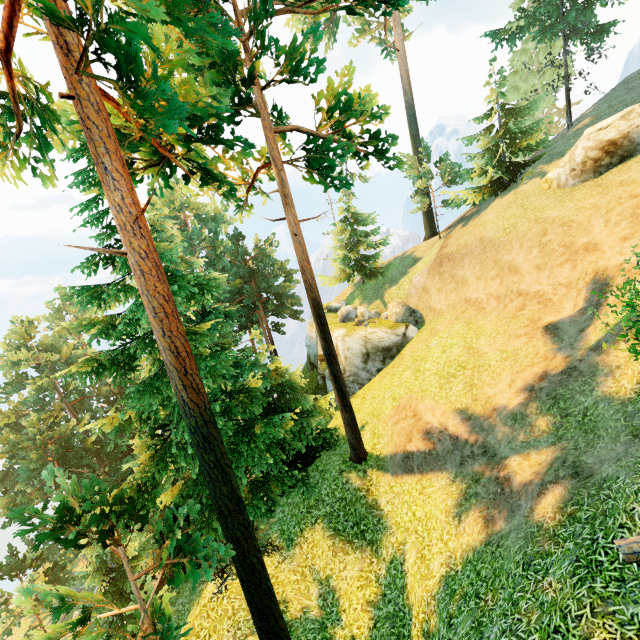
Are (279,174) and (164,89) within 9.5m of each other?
yes

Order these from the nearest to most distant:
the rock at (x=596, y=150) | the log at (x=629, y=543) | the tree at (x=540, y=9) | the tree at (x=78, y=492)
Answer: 1. the log at (x=629, y=543)
2. the tree at (x=78, y=492)
3. the rock at (x=596, y=150)
4. the tree at (x=540, y=9)

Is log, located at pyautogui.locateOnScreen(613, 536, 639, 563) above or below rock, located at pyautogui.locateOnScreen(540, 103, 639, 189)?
below

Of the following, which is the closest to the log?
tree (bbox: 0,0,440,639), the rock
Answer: tree (bbox: 0,0,440,639)

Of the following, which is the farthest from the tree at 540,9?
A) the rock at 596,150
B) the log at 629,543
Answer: the rock at 596,150

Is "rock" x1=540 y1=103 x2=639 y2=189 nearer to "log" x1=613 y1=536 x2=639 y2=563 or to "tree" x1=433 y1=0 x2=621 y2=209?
"tree" x1=433 y1=0 x2=621 y2=209

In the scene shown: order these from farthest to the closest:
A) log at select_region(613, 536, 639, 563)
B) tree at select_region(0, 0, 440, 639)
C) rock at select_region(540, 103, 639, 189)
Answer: rock at select_region(540, 103, 639, 189)
tree at select_region(0, 0, 440, 639)
log at select_region(613, 536, 639, 563)

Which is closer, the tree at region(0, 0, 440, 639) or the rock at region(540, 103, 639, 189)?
the tree at region(0, 0, 440, 639)
